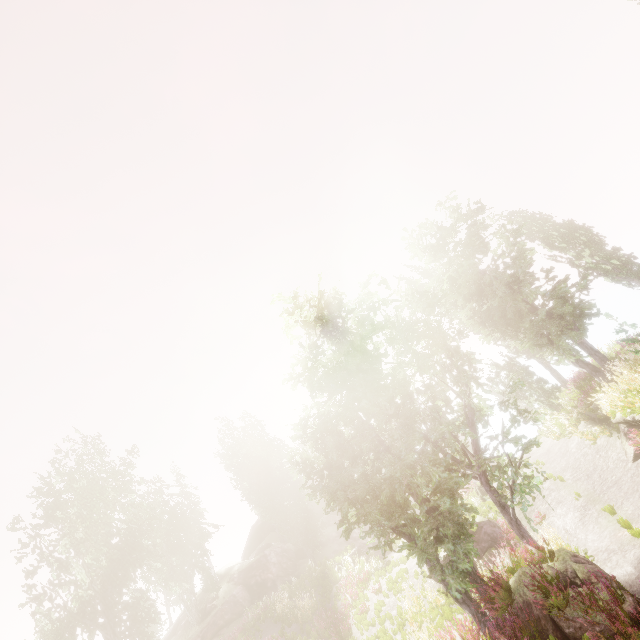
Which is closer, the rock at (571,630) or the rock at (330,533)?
the rock at (571,630)

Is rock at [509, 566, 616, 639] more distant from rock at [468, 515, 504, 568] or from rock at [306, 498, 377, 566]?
rock at [306, 498, 377, 566]

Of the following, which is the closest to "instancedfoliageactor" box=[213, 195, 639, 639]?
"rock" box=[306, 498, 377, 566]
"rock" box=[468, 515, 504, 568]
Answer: "rock" box=[306, 498, 377, 566]

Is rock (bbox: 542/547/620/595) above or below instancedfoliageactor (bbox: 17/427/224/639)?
below

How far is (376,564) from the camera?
21.55m

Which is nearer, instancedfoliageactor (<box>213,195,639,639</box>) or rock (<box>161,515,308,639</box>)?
instancedfoliageactor (<box>213,195,639,639</box>)

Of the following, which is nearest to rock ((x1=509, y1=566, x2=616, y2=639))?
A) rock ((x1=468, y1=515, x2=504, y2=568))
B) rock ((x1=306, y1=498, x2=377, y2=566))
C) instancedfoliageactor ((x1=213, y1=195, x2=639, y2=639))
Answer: instancedfoliageactor ((x1=213, y1=195, x2=639, y2=639))

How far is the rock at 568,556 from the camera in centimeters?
807cm
